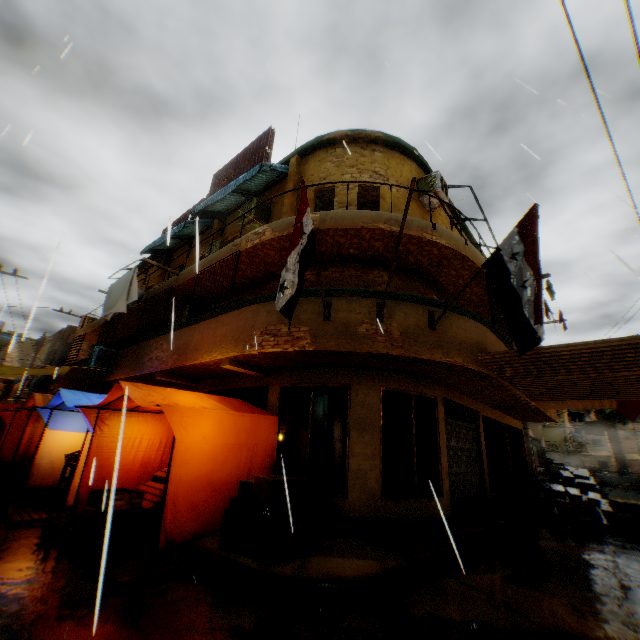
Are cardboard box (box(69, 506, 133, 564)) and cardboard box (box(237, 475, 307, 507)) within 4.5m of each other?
yes

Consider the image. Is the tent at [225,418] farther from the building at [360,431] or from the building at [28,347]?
the building at [28,347]

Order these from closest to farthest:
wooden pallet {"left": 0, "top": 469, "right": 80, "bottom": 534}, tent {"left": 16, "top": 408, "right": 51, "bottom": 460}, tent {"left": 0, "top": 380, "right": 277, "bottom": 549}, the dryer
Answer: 1. tent {"left": 0, "top": 380, "right": 277, "bottom": 549}
2. wooden pallet {"left": 0, "top": 469, "right": 80, "bottom": 534}
3. tent {"left": 16, "top": 408, "right": 51, "bottom": 460}
4. the dryer

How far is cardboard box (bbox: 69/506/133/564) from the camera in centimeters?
457cm

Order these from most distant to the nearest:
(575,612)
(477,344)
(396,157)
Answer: (396,157), (477,344), (575,612)

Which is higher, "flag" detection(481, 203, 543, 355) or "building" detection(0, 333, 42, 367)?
"building" detection(0, 333, 42, 367)

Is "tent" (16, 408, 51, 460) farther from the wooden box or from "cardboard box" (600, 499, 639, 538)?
"cardboard box" (600, 499, 639, 538)

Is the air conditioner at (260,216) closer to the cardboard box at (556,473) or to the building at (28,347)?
the cardboard box at (556,473)
